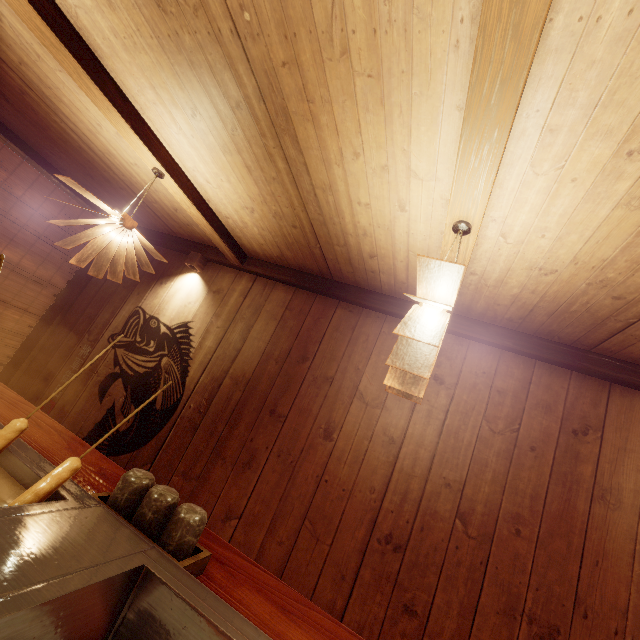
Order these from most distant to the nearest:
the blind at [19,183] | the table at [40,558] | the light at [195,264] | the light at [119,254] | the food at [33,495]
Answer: the light at [195,264], the blind at [19,183], the light at [119,254], the food at [33,495], the table at [40,558]

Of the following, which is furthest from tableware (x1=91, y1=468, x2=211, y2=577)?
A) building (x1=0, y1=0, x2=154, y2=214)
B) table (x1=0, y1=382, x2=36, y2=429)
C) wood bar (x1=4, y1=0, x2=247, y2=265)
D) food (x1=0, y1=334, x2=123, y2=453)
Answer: wood bar (x1=4, y1=0, x2=247, y2=265)

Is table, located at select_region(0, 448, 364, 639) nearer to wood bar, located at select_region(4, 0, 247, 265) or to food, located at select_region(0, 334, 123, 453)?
food, located at select_region(0, 334, 123, 453)

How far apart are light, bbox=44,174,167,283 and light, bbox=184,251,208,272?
1.6 meters

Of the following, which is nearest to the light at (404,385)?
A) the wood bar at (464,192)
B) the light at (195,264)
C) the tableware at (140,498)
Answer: the wood bar at (464,192)

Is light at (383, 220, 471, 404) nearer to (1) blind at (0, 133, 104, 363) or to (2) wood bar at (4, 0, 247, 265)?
(2) wood bar at (4, 0, 247, 265)

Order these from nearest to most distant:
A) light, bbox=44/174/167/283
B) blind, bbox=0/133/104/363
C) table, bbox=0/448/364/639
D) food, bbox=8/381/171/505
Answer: table, bbox=0/448/364/639
food, bbox=8/381/171/505
light, bbox=44/174/167/283
blind, bbox=0/133/104/363

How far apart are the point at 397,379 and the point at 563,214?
1.8m
